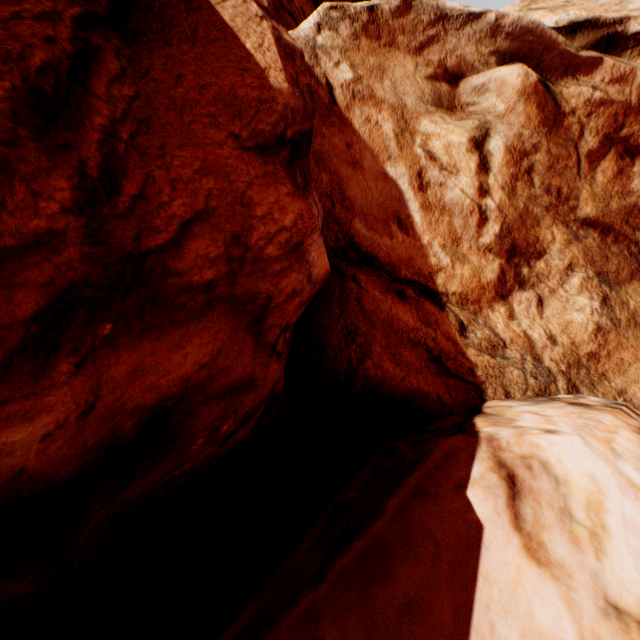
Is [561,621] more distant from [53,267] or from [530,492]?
[53,267]
